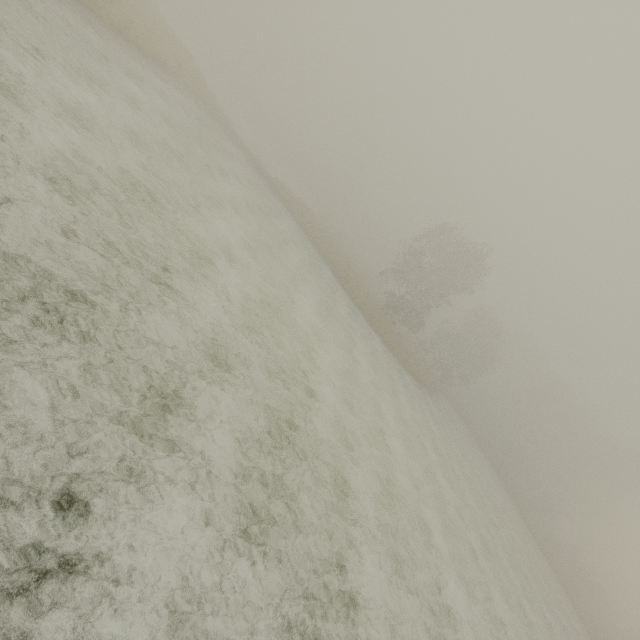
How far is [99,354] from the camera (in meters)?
4.91
